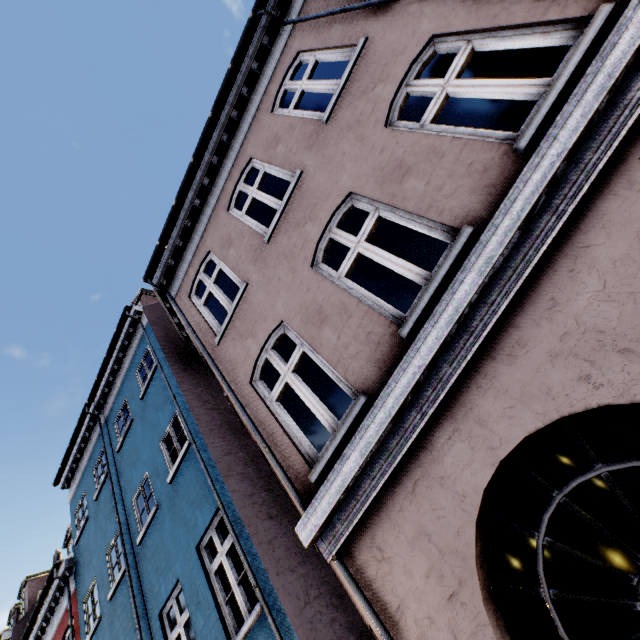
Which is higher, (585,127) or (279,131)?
(279,131)
